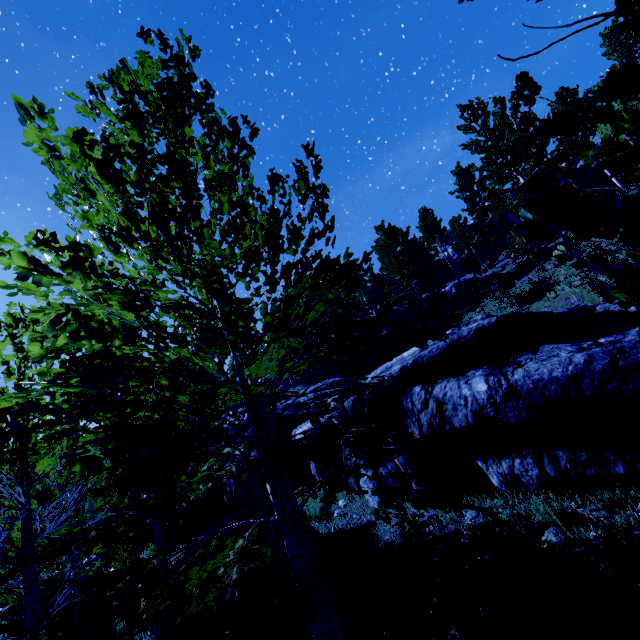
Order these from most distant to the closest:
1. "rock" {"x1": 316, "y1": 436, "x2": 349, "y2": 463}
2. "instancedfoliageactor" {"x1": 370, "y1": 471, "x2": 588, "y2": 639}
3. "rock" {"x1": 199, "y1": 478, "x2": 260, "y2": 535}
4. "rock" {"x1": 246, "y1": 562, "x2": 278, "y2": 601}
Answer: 1. "rock" {"x1": 316, "y1": 436, "x2": 349, "y2": 463}
2. "rock" {"x1": 199, "y1": 478, "x2": 260, "y2": 535}
3. "rock" {"x1": 246, "y1": 562, "x2": 278, "y2": 601}
4. "instancedfoliageactor" {"x1": 370, "y1": 471, "x2": 588, "y2": 639}

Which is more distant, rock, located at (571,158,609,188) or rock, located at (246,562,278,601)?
rock, located at (571,158,609,188)

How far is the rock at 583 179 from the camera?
28.58m

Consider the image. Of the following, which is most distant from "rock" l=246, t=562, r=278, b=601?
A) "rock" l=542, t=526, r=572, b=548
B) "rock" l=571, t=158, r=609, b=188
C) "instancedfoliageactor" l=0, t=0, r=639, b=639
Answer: "rock" l=571, t=158, r=609, b=188

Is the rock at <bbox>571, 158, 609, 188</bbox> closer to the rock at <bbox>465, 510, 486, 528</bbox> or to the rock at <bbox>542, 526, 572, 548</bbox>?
the rock at <bbox>465, 510, 486, 528</bbox>

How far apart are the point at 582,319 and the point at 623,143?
8.2 meters

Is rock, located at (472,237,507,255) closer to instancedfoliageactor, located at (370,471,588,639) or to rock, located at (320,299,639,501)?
instancedfoliageactor, located at (370,471,588,639)

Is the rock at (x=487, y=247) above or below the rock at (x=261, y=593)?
above
